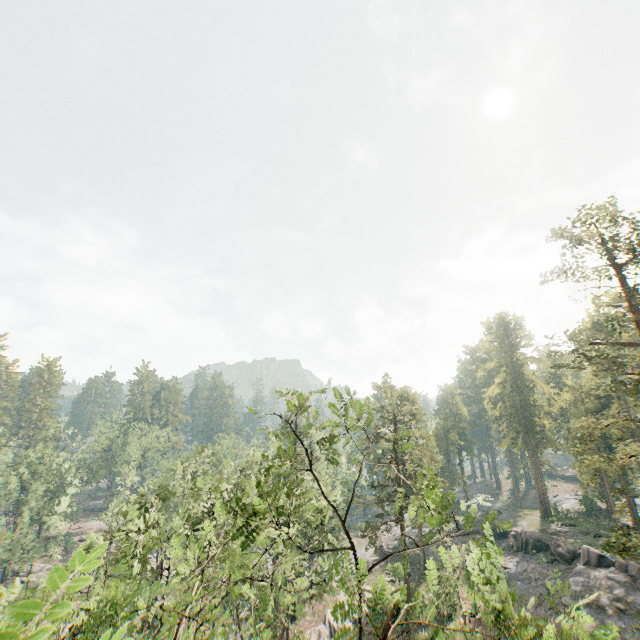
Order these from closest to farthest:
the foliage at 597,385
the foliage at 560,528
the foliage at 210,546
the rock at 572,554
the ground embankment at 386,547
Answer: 1. the foliage at 210,546
2. the foliage at 597,385
3. the rock at 572,554
4. the foliage at 560,528
5. the ground embankment at 386,547

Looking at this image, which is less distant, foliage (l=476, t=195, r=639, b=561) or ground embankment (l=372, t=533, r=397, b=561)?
foliage (l=476, t=195, r=639, b=561)

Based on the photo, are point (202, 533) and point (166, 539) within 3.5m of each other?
no

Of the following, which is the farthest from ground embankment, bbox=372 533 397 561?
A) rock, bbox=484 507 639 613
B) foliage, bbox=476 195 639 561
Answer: rock, bbox=484 507 639 613

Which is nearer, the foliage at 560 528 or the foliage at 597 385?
the foliage at 597 385

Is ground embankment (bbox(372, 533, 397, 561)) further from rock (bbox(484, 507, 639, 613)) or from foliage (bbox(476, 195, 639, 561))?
rock (bbox(484, 507, 639, 613))

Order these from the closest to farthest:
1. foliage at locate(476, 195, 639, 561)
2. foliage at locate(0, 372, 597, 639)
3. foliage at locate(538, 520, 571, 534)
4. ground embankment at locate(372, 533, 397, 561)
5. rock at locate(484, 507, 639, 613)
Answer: foliage at locate(0, 372, 597, 639)
foliage at locate(476, 195, 639, 561)
rock at locate(484, 507, 639, 613)
foliage at locate(538, 520, 571, 534)
ground embankment at locate(372, 533, 397, 561)
